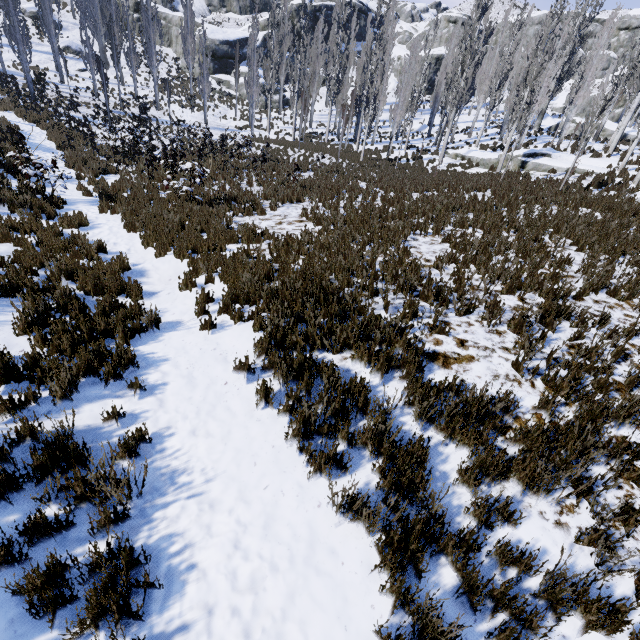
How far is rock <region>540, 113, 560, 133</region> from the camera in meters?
35.3 m

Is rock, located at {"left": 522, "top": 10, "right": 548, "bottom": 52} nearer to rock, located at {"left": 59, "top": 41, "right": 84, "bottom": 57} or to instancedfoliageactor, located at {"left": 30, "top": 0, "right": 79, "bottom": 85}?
instancedfoliageactor, located at {"left": 30, "top": 0, "right": 79, "bottom": 85}

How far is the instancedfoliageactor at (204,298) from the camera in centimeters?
538cm

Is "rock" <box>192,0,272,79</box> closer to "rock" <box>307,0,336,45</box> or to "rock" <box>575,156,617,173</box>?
"rock" <box>307,0,336,45</box>

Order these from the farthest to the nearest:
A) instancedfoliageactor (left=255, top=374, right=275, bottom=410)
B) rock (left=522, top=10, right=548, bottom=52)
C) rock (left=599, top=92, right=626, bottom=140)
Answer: rock (left=522, top=10, right=548, bottom=52) < rock (left=599, top=92, right=626, bottom=140) < instancedfoliageactor (left=255, top=374, right=275, bottom=410)

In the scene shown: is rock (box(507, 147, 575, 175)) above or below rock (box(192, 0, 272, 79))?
below

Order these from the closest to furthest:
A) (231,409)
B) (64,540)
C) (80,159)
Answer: (64,540) → (231,409) → (80,159)

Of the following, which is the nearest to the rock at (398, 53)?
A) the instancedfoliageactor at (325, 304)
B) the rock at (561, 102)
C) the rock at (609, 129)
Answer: the instancedfoliageactor at (325, 304)
